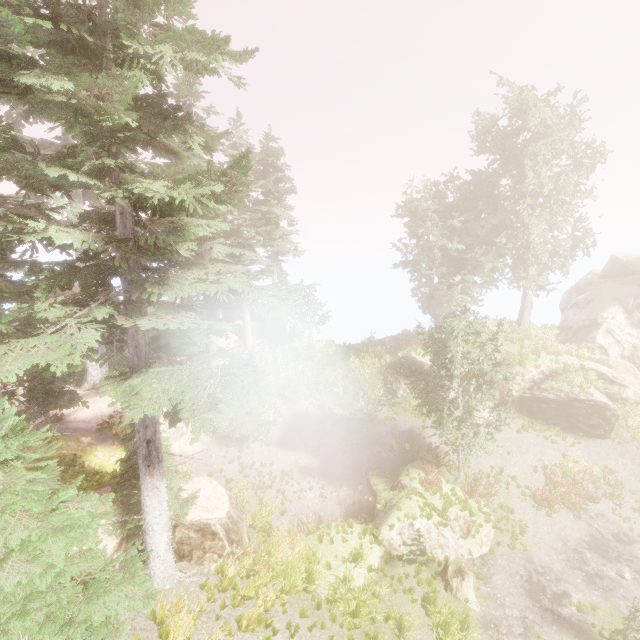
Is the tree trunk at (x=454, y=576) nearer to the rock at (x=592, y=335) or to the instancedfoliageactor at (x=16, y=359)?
the instancedfoliageactor at (x=16, y=359)

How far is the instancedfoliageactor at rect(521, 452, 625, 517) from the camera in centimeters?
1706cm

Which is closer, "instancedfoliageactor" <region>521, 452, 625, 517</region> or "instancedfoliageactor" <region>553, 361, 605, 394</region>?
"instancedfoliageactor" <region>521, 452, 625, 517</region>

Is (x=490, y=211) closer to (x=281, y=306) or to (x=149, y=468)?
(x=281, y=306)

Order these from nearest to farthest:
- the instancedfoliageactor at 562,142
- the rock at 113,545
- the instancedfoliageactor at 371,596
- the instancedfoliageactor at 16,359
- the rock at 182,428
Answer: the instancedfoliageactor at 16,359
the rock at 113,545
the instancedfoliageactor at 371,596
the rock at 182,428
the instancedfoliageactor at 562,142

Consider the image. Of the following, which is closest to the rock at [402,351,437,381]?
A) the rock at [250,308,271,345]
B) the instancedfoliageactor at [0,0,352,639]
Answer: the instancedfoliageactor at [0,0,352,639]

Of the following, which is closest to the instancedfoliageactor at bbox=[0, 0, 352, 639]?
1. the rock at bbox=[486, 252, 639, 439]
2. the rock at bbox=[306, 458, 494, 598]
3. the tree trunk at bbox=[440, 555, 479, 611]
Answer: the rock at bbox=[486, 252, 639, 439]

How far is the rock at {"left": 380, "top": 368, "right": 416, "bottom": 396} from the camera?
23.52m
